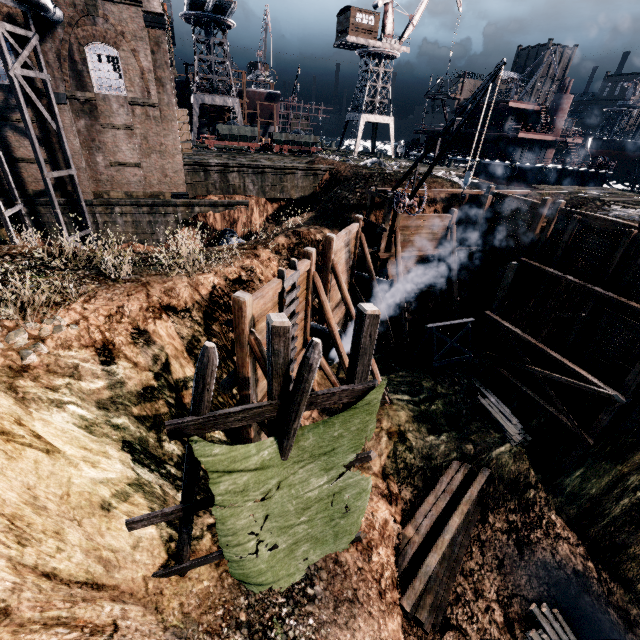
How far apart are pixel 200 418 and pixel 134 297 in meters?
6.5 m

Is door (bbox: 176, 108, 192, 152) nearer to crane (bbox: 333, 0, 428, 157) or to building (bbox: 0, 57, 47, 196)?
building (bbox: 0, 57, 47, 196)

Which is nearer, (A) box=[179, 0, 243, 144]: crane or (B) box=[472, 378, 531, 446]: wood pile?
(B) box=[472, 378, 531, 446]: wood pile

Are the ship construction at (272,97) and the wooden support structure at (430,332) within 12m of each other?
no

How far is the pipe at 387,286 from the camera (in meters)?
20.81

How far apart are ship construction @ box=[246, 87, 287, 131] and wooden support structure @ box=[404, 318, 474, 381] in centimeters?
5229cm

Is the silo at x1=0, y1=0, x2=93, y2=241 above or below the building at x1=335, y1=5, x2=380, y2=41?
below

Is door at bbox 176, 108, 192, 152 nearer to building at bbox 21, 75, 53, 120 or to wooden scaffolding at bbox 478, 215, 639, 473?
building at bbox 21, 75, 53, 120
